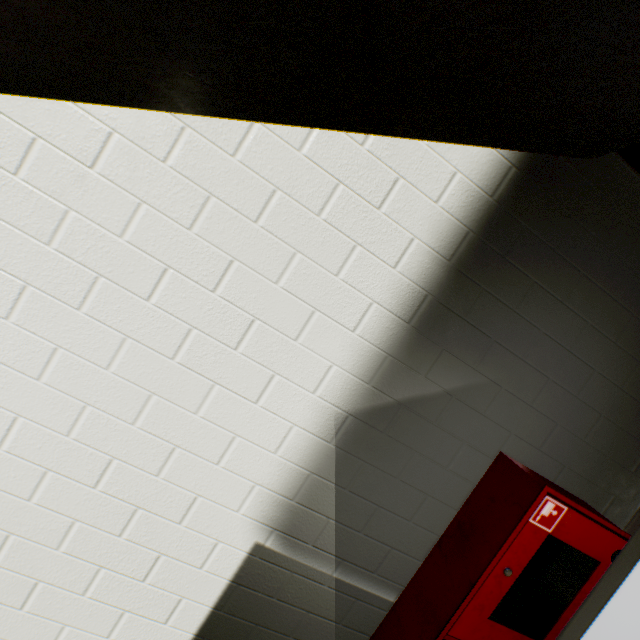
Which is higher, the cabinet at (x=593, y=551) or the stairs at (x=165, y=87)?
the stairs at (x=165, y=87)

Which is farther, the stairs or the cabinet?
the cabinet

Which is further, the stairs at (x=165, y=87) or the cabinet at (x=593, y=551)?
the cabinet at (x=593, y=551)

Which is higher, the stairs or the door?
the stairs

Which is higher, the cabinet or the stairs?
the stairs

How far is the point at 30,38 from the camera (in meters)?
0.83
